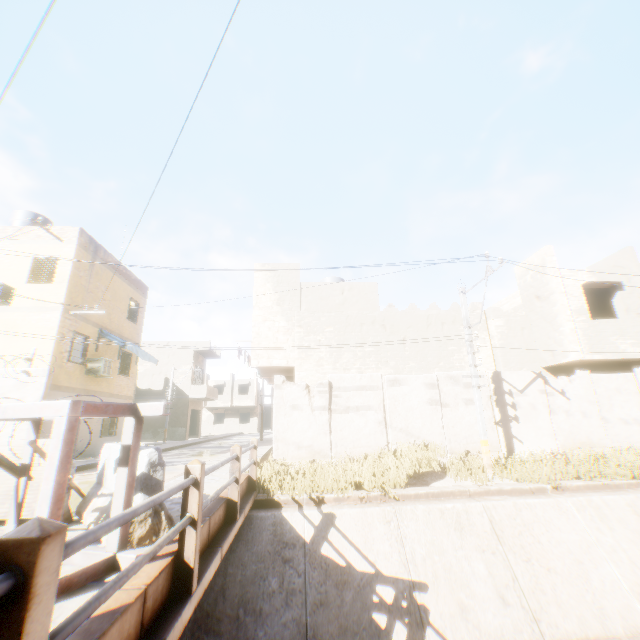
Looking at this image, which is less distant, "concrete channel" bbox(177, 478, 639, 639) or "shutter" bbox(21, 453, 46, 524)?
"shutter" bbox(21, 453, 46, 524)

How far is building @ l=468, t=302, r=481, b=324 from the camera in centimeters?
1480cm

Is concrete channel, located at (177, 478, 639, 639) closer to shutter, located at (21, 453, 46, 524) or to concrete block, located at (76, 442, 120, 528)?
concrete block, located at (76, 442, 120, 528)

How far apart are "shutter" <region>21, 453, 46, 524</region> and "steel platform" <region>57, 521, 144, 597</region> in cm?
47

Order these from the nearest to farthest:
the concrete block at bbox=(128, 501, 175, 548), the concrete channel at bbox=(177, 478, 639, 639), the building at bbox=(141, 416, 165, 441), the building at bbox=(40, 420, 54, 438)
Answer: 1. the concrete block at bbox=(128, 501, 175, 548)
2. the concrete channel at bbox=(177, 478, 639, 639)
3. the building at bbox=(40, 420, 54, 438)
4. the building at bbox=(141, 416, 165, 441)

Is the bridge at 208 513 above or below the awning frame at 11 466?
below

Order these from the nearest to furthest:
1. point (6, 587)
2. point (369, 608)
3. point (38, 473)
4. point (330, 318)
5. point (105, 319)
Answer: point (6, 587)
point (38, 473)
point (369, 608)
point (330, 318)
point (105, 319)

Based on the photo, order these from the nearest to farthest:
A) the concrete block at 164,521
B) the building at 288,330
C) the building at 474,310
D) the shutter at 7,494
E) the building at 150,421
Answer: the concrete block at 164,521 < the shutter at 7,494 < the building at 288,330 < the building at 474,310 < the building at 150,421
